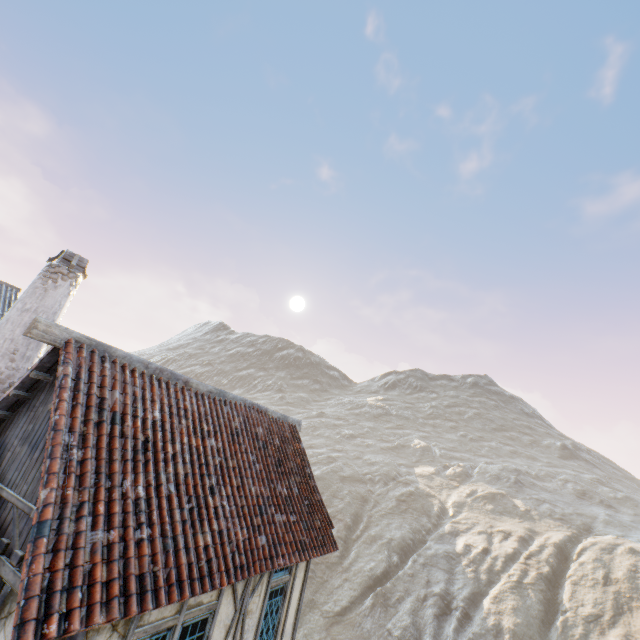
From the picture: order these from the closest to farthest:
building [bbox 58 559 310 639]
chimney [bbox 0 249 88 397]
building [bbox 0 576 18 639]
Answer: building [bbox 0 576 18 639] < building [bbox 58 559 310 639] < chimney [bbox 0 249 88 397]

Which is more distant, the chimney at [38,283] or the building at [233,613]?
the chimney at [38,283]

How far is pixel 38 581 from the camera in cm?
322

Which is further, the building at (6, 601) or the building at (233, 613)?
the building at (233, 613)

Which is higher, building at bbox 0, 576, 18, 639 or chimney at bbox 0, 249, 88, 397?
chimney at bbox 0, 249, 88, 397

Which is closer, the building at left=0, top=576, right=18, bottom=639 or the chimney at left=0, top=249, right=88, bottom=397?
the building at left=0, top=576, right=18, bottom=639
